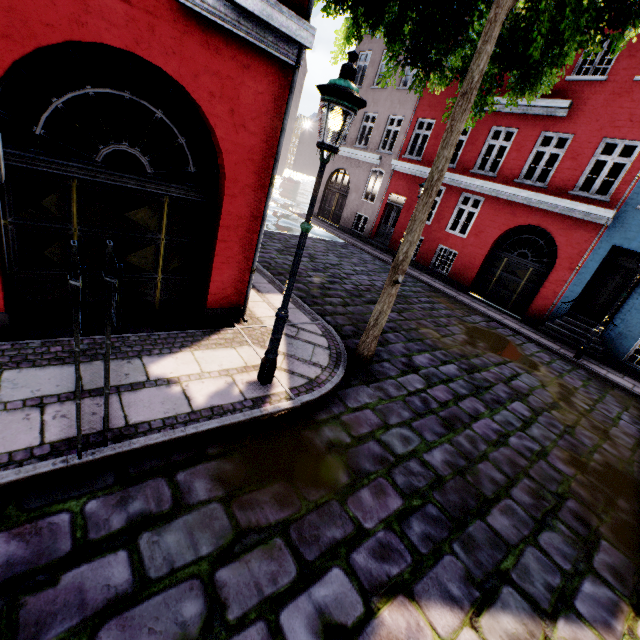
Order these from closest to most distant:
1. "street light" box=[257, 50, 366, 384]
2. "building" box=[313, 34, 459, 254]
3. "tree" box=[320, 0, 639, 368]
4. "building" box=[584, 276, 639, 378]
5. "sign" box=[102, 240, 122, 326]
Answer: "sign" box=[102, 240, 122, 326] → "street light" box=[257, 50, 366, 384] → "tree" box=[320, 0, 639, 368] → "building" box=[584, 276, 639, 378] → "building" box=[313, 34, 459, 254]

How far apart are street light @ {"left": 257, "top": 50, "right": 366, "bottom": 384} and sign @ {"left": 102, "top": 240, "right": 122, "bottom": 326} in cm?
189

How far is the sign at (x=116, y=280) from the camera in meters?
2.2 m

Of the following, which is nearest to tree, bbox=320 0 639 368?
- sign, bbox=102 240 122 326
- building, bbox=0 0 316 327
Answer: building, bbox=0 0 316 327

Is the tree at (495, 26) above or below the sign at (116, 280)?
above

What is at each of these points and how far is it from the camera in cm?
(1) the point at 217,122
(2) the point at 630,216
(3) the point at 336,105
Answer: (1) building, 425
(2) building, 1022
(3) street light, 304

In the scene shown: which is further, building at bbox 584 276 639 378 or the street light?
building at bbox 584 276 639 378

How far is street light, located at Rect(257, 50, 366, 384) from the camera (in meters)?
3.01
